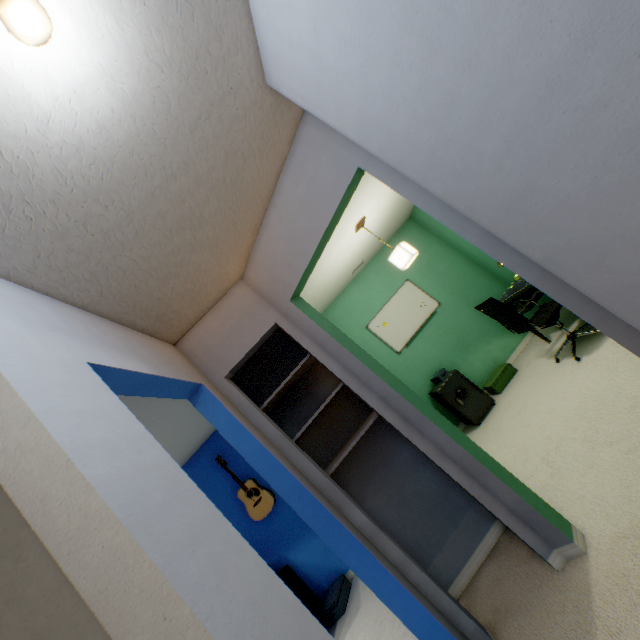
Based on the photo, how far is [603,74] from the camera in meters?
0.6 m

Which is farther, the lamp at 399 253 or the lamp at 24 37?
the lamp at 399 253

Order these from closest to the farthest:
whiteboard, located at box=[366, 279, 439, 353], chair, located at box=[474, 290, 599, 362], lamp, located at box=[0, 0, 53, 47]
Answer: lamp, located at box=[0, 0, 53, 47]
chair, located at box=[474, 290, 599, 362]
whiteboard, located at box=[366, 279, 439, 353]

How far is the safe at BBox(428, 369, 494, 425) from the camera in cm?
393

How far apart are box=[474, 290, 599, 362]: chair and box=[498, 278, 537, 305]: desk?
0.1m

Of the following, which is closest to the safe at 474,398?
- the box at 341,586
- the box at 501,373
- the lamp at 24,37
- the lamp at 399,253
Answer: the box at 501,373

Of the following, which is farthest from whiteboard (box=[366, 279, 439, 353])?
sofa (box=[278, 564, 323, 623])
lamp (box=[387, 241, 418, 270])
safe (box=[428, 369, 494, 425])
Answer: sofa (box=[278, 564, 323, 623])

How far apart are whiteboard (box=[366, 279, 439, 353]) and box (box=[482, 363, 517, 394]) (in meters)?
1.15
